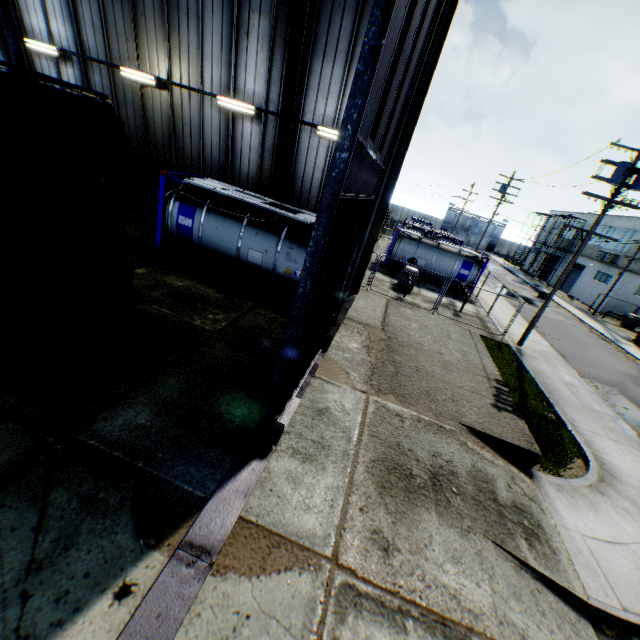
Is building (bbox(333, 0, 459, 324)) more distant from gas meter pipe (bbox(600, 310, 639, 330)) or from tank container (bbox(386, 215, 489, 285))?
gas meter pipe (bbox(600, 310, 639, 330))

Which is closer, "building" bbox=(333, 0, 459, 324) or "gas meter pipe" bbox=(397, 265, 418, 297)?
"building" bbox=(333, 0, 459, 324)

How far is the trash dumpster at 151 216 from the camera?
14.6m

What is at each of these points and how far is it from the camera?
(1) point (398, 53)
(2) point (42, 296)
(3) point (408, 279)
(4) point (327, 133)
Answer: (1) hanging door, 4.8m
(2) train, 5.0m
(3) gas meter pipe, 19.5m
(4) fluorescent light, 12.0m

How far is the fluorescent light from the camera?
11.9m

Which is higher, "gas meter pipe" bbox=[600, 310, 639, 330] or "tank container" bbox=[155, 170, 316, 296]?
"tank container" bbox=[155, 170, 316, 296]

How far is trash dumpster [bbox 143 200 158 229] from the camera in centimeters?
1459cm

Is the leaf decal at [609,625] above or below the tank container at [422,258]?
below
